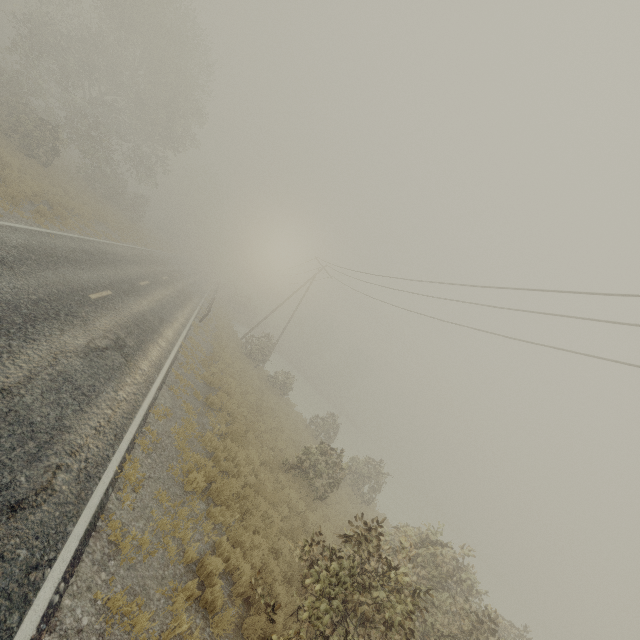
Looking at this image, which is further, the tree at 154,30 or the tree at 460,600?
the tree at 154,30

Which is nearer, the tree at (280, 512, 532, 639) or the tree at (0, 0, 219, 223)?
the tree at (280, 512, 532, 639)

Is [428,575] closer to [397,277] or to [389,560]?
[389,560]
